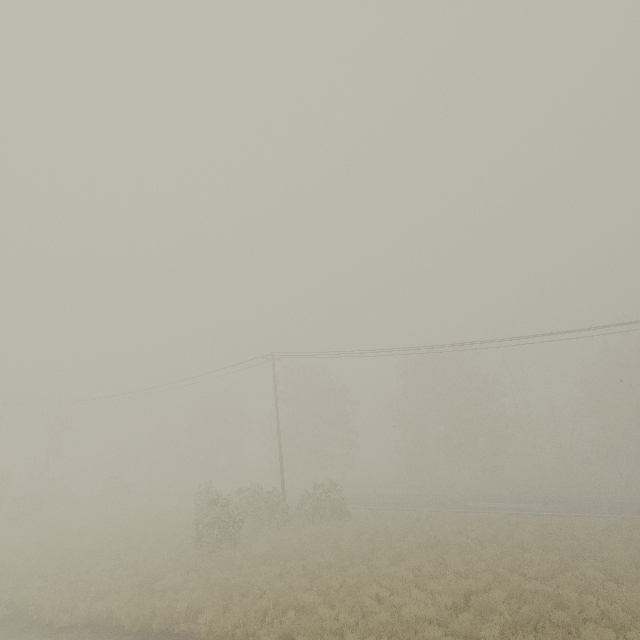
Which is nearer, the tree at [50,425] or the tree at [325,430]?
the tree at [325,430]

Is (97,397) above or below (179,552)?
above

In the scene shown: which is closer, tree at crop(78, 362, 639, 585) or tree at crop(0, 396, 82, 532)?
tree at crop(78, 362, 639, 585)
